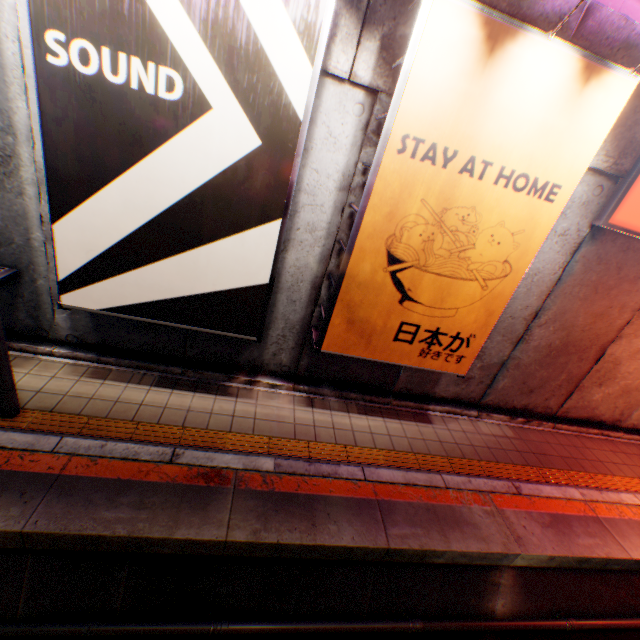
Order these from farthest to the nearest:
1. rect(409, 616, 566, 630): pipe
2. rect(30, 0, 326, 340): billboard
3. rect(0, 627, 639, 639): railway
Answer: rect(409, 616, 566, 630): pipe → rect(0, 627, 639, 639): railway → rect(30, 0, 326, 340): billboard

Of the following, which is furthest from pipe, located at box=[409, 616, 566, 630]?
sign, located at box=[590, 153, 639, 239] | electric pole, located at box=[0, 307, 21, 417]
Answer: sign, located at box=[590, 153, 639, 239]

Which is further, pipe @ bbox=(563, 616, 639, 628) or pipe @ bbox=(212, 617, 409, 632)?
pipe @ bbox=(563, 616, 639, 628)

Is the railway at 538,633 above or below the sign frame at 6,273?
below

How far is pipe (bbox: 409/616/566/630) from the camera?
4.25m

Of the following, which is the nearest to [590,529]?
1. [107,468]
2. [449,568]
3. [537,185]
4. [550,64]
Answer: [449,568]

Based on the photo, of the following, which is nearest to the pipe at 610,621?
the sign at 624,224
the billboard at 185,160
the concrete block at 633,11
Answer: the billboard at 185,160
